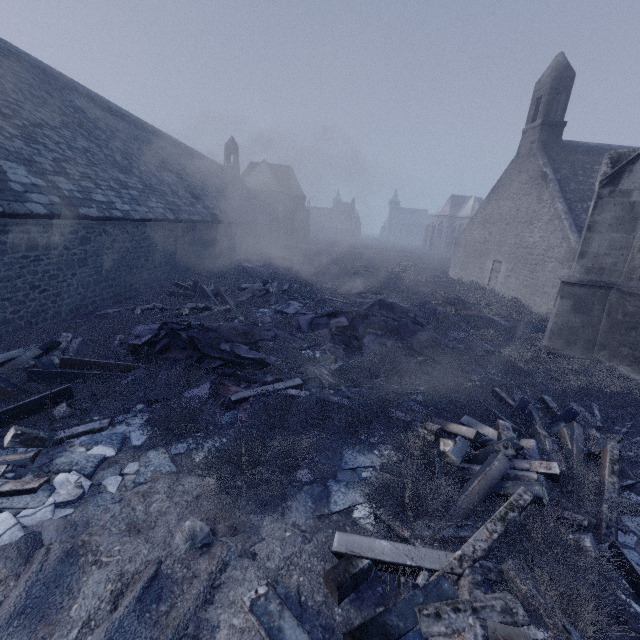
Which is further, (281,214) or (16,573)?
(281,214)

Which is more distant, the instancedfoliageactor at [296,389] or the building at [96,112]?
the building at [96,112]

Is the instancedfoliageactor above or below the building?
below

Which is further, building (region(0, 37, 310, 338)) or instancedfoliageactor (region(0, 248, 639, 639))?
building (region(0, 37, 310, 338))

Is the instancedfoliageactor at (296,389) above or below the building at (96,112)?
below
